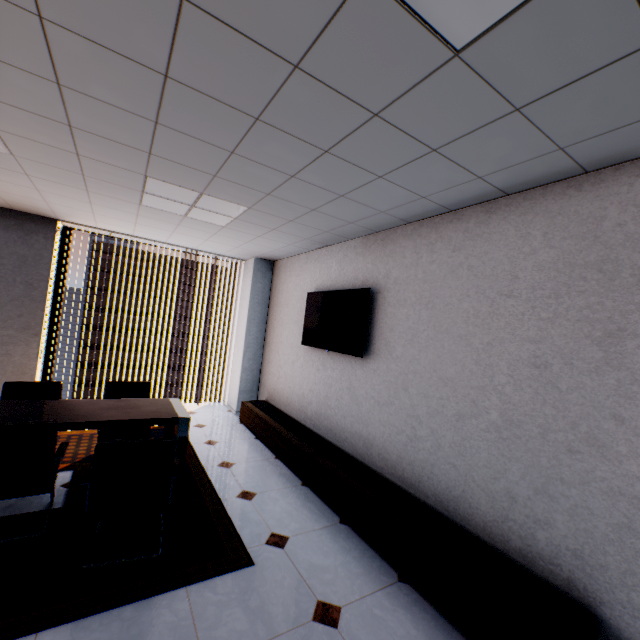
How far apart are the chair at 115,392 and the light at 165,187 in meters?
2.1 m

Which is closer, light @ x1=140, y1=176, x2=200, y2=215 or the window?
light @ x1=140, y1=176, x2=200, y2=215

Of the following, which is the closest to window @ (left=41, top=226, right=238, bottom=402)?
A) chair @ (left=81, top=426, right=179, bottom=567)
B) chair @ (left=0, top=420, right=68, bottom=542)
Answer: chair @ (left=0, top=420, right=68, bottom=542)

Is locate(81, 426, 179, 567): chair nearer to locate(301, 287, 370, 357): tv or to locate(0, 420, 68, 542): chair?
locate(0, 420, 68, 542): chair

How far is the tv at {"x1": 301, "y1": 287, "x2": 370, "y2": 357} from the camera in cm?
374

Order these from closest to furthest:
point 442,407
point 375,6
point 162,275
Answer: point 375,6, point 442,407, point 162,275

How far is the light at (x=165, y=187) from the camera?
3.1 meters

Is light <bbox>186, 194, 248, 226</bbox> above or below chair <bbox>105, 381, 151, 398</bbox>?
above
